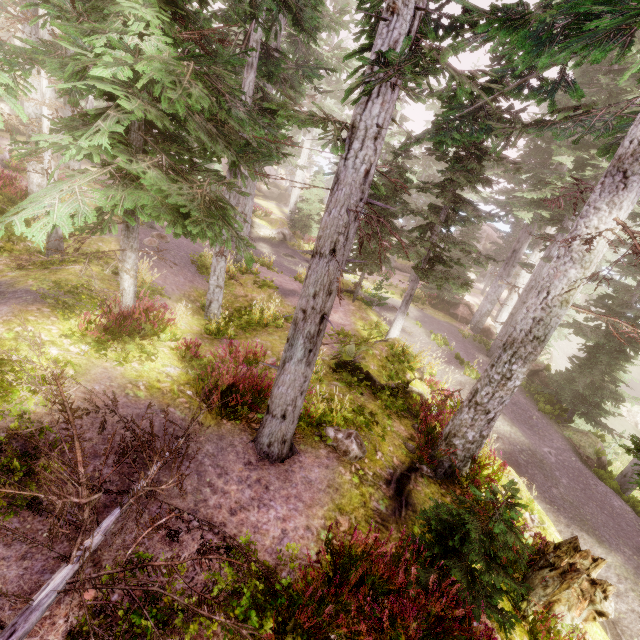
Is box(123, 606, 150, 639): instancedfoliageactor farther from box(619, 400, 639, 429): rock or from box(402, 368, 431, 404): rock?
box(619, 400, 639, 429): rock

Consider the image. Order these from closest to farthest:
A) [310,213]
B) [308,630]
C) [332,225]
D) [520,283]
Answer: [308,630], [332,225], [520,283], [310,213]

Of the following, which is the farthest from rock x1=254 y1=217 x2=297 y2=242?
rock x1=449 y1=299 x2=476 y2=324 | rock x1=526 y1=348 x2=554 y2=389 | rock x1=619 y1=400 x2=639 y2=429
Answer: rock x1=619 y1=400 x2=639 y2=429

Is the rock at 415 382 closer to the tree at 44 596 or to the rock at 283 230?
the tree at 44 596

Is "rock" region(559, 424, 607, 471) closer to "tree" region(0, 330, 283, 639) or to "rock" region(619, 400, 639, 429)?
"tree" region(0, 330, 283, 639)

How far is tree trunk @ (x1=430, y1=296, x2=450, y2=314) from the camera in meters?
24.1

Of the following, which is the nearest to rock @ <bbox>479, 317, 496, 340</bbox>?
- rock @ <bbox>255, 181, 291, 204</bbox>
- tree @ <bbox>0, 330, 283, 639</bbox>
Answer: tree @ <bbox>0, 330, 283, 639</bbox>

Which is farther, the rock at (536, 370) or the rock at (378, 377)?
the rock at (536, 370)
